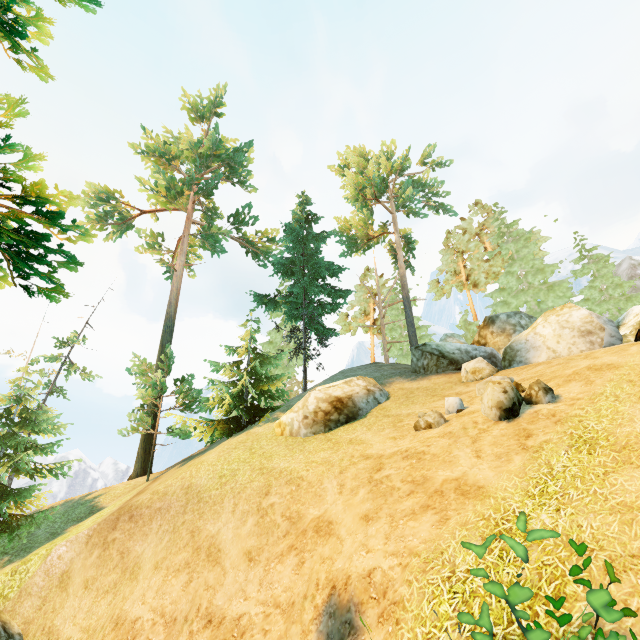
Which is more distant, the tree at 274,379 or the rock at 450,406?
the rock at 450,406

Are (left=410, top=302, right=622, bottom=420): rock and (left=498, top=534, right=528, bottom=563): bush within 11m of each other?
no

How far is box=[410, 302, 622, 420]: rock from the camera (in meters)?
8.30

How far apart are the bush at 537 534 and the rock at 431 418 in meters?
8.3

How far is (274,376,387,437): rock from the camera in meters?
13.5 m

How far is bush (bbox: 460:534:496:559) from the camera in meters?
1.6 m

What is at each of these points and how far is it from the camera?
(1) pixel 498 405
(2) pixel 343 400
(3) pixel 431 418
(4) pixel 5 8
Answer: (1) rock, 8.1m
(2) rock, 14.2m
(3) rock, 9.9m
(4) tree, 7.5m
